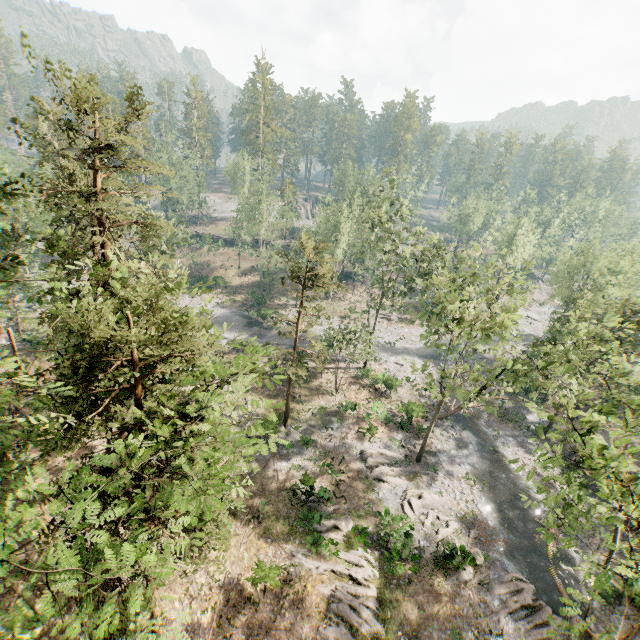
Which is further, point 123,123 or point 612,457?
point 123,123

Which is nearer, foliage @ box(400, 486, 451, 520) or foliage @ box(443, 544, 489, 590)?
foliage @ box(443, 544, 489, 590)

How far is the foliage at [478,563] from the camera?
21.3 meters

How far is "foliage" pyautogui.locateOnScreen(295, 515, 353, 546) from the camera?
22.8m

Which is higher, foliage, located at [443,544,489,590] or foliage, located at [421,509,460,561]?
foliage, located at [421,509,460,561]
